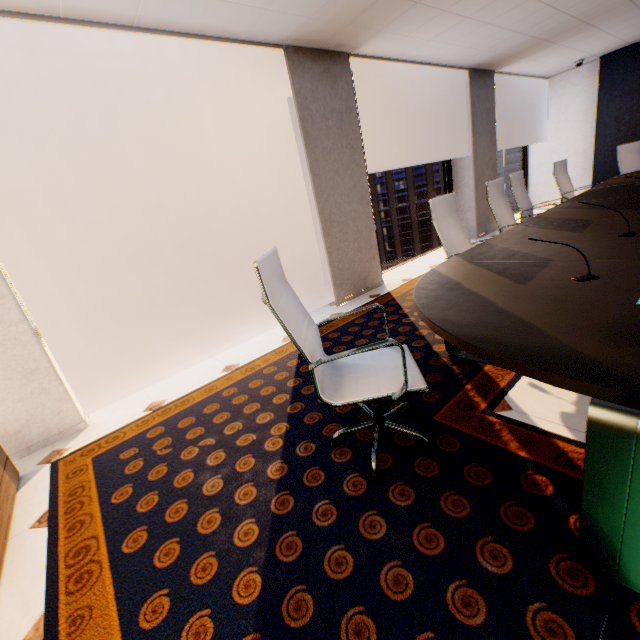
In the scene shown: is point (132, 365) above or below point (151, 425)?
below

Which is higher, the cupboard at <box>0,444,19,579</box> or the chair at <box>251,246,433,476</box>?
the chair at <box>251,246,433,476</box>

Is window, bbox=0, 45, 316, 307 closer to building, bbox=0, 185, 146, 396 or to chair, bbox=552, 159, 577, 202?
chair, bbox=552, 159, 577, 202

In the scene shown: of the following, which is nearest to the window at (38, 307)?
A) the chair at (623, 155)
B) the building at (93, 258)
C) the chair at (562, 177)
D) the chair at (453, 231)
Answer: the chair at (453, 231)

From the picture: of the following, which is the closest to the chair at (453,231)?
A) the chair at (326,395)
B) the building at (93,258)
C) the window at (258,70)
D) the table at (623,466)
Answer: the table at (623,466)

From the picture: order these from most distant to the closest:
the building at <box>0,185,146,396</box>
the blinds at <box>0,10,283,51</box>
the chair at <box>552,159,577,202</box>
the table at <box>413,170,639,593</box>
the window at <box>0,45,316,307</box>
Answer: the building at <box>0,185,146,396</box>, the chair at <box>552,159,577,202</box>, the window at <box>0,45,316,307</box>, the blinds at <box>0,10,283,51</box>, the table at <box>413,170,639,593</box>

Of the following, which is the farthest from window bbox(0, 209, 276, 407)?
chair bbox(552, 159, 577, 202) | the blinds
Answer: chair bbox(552, 159, 577, 202)

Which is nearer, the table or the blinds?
the table
